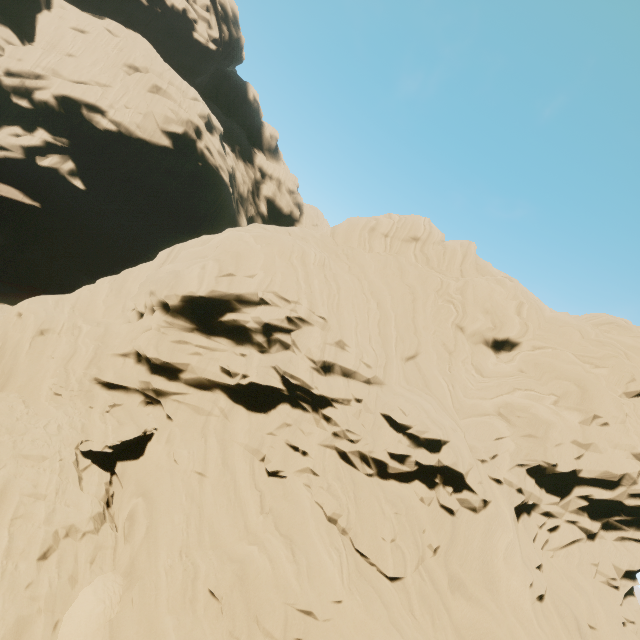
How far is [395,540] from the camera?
17.0 meters
